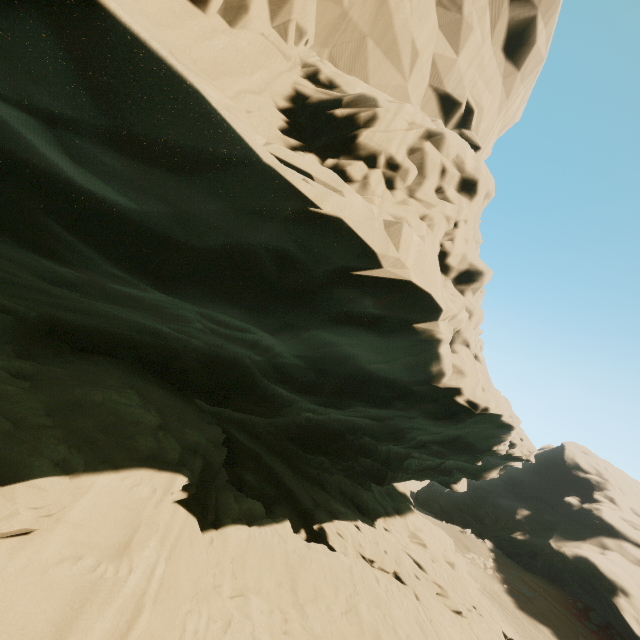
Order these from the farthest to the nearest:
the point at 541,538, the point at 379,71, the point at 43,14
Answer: the point at 541,538
the point at 379,71
the point at 43,14
